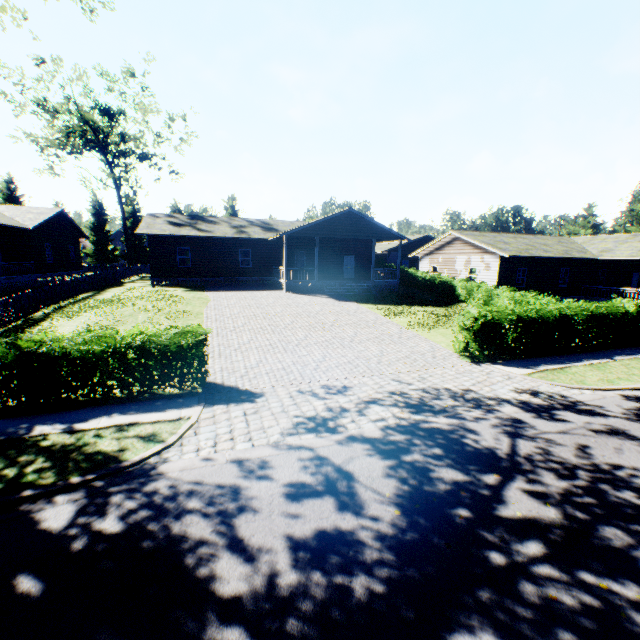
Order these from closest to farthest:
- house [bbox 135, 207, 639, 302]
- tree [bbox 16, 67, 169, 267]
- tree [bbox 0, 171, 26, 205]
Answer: house [bbox 135, 207, 639, 302]
tree [bbox 16, 67, 169, 267]
tree [bbox 0, 171, 26, 205]

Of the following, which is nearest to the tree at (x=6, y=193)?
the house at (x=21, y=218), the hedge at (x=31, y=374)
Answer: the house at (x=21, y=218)

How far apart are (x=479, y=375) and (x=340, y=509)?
8.0m

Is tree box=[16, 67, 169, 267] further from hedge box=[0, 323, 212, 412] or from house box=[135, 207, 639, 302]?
hedge box=[0, 323, 212, 412]

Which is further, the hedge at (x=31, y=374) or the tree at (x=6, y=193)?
the tree at (x=6, y=193)

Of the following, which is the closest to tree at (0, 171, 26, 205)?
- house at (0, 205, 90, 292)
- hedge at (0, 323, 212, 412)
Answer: house at (0, 205, 90, 292)
